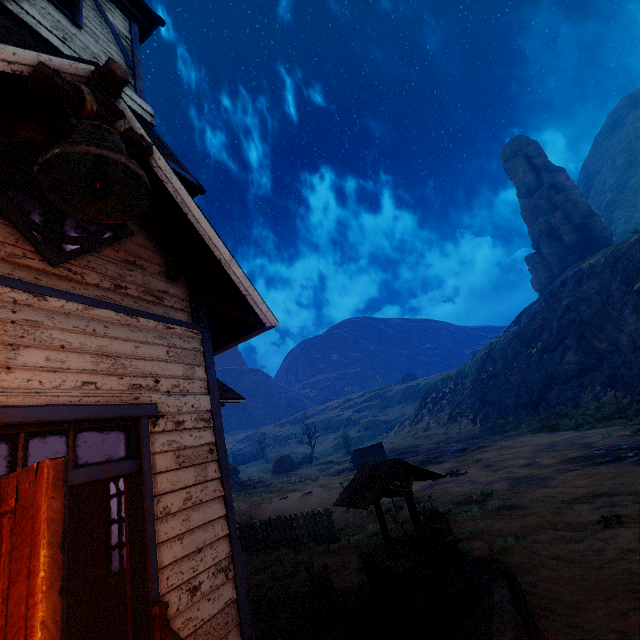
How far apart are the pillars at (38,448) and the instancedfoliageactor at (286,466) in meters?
40.5

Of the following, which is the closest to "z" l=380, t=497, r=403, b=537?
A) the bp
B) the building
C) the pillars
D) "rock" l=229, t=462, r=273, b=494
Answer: the building

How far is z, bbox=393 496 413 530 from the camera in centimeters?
992cm

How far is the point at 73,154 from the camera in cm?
337

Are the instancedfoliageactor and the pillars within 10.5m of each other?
no

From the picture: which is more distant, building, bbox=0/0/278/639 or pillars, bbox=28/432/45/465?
pillars, bbox=28/432/45/465

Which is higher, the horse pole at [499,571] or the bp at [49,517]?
the bp at [49,517]

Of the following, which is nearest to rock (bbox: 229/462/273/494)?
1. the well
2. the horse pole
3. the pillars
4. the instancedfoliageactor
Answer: the instancedfoliageactor
